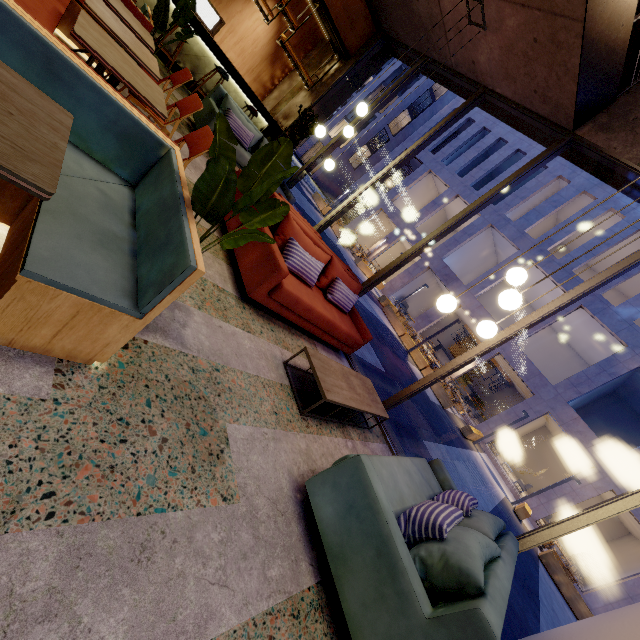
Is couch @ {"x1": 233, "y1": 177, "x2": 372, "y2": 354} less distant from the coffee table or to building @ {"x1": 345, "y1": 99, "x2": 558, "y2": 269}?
the coffee table

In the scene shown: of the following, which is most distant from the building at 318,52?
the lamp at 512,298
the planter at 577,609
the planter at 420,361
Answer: the planter at 577,609

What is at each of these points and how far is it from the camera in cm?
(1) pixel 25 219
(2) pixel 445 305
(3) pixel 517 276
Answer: (1) seat, 149
(2) lamp, 320
(3) lamp, 328

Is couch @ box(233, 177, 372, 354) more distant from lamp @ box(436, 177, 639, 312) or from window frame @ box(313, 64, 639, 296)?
lamp @ box(436, 177, 639, 312)

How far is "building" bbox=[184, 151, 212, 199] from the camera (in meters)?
4.18

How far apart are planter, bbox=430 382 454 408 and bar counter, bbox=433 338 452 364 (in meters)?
11.61

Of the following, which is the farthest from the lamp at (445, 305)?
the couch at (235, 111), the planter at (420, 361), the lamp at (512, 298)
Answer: the planter at (420, 361)

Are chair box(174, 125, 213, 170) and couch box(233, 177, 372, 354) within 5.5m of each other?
yes
